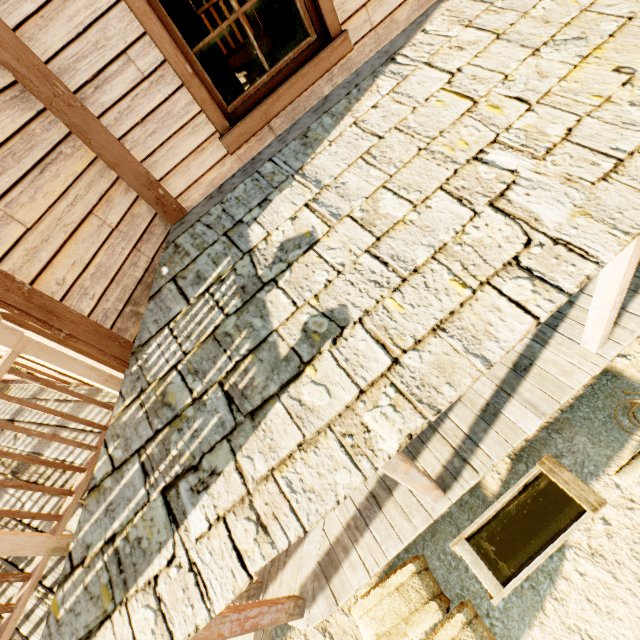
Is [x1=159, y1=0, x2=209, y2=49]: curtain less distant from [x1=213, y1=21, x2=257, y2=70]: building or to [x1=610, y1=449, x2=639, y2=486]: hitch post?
[x1=213, y1=21, x2=257, y2=70]: building

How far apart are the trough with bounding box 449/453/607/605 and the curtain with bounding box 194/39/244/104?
4.56m

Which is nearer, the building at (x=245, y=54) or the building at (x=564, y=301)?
the building at (x=564, y=301)

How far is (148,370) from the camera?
2.12m

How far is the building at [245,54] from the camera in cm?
797

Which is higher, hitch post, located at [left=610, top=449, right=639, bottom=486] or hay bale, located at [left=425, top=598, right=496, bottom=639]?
hitch post, located at [left=610, top=449, right=639, bottom=486]

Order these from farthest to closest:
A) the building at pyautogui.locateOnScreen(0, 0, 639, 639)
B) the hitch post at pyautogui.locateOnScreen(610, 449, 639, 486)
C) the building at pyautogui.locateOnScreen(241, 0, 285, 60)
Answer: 1. the building at pyautogui.locateOnScreen(241, 0, 285, 60)
2. the hitch post at pyautogui.locateOnScreen(610, 449, 639, 486)
3. the building at pyautogui.locateOnScreen(0, 0, 639, 639)

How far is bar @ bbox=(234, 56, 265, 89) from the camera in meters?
8.5 m
